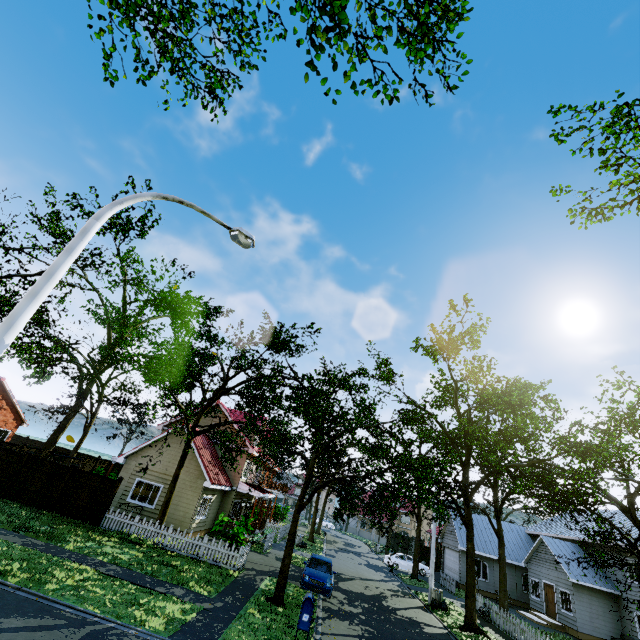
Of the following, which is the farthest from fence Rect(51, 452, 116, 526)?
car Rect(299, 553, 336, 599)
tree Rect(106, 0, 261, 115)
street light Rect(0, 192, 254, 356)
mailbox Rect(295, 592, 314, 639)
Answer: mailbox Rect(295, 592, 314, 639)

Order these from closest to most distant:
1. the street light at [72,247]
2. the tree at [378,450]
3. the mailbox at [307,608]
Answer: the street light at [72,247], the mailbox at [307,608], the tree at [378,450]

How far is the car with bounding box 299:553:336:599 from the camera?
16.3m

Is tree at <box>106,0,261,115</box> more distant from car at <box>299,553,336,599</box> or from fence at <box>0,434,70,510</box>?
car at <box>299,553,336,599</box>

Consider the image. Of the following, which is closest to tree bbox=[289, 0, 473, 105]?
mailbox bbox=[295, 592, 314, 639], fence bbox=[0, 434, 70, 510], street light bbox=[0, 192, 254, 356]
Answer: fence bbox=[0, 434, 70, 510]

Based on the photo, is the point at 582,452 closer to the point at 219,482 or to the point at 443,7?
the point at 443,7

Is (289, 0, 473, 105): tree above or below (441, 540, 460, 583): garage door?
above

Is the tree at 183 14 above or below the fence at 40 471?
above
